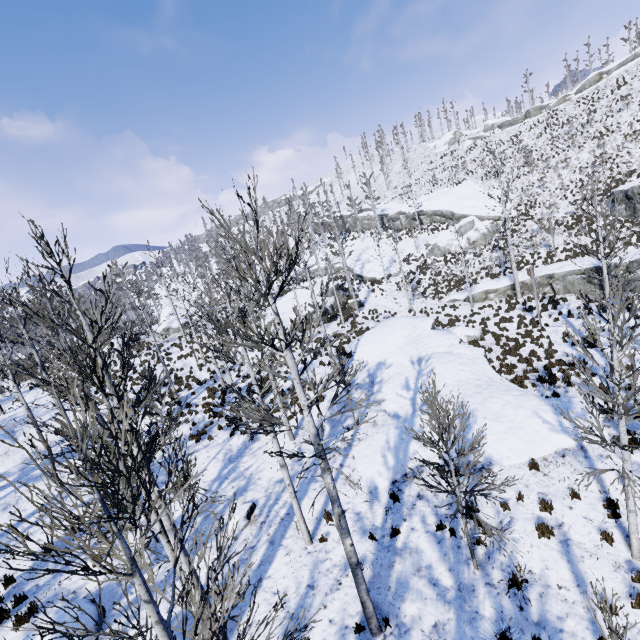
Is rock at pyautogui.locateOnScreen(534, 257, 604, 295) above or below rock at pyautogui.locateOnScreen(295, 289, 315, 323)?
below

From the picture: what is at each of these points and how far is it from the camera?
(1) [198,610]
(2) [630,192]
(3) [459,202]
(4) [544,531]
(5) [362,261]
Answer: (1) instancedfoliageactor, 3.9 meters
(2) rock, 25.8 meters
(3) rock, 41.6 meters
(4) instancedfoliageactor, 7.8 meters
(5) rock, 44.7 meters

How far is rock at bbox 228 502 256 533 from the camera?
10.42m

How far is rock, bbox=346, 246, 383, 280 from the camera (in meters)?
40.66

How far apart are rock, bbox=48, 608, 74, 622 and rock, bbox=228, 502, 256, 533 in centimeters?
337cm

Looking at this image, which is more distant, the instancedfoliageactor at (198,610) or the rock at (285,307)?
the rock at (285,307)

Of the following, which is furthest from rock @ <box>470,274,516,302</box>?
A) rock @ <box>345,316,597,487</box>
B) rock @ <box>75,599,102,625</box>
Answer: rock @ <box>75,599,102,625</box>

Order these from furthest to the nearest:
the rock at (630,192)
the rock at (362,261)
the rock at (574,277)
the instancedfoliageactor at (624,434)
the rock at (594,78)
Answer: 1. the rock at (594,78)
2. the rock at (362,261)
3. the rock at (630,192)
4. the rock at (574,277)
5. the instancedfoliageactor at (624,434)
